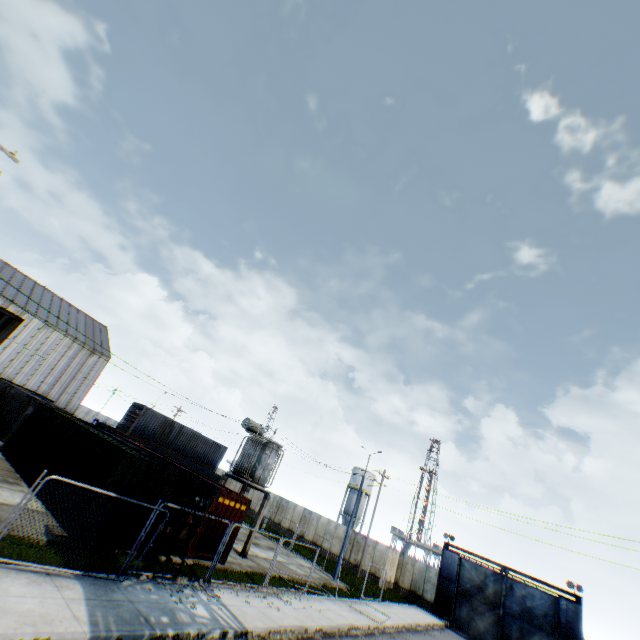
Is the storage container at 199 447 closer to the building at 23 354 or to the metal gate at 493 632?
the metal gate at 493 632

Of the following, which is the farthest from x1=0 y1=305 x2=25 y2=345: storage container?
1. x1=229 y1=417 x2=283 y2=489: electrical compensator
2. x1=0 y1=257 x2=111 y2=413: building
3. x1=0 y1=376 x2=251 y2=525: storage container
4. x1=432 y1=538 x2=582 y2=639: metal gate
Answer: x1=432 y1=538 x2=582 y2=639: metal gate

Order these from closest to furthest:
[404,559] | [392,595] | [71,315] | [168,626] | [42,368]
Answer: [168,626], [392,595], [404,559], [42,368], [71,315]

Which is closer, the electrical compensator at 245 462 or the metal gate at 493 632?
the electrical compensator at 245 462

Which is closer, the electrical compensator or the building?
the electrical compensator

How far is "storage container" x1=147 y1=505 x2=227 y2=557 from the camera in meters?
13.6

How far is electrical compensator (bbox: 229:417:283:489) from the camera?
20.5 meters

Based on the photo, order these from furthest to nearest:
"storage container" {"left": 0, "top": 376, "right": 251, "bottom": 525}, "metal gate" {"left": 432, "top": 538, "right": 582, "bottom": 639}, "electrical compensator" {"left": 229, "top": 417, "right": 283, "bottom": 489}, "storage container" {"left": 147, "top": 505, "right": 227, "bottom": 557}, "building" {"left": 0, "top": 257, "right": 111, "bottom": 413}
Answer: "building" {"left": 0, "top": 257, "right": 111, "bottom": 413}
"metal gate" {"left": 432, "top": 538, "right": 582, "bottom": 639}
"electrical compensator" {"left": 229, "top": 417, "right": 283, "bottom": 489}
"storage container" {"left": 147, "top": 505, "right": 227, "bottom": 557}
"storage container" {"left": 0, "top": 376, "right": 251, "bottom": 525}
